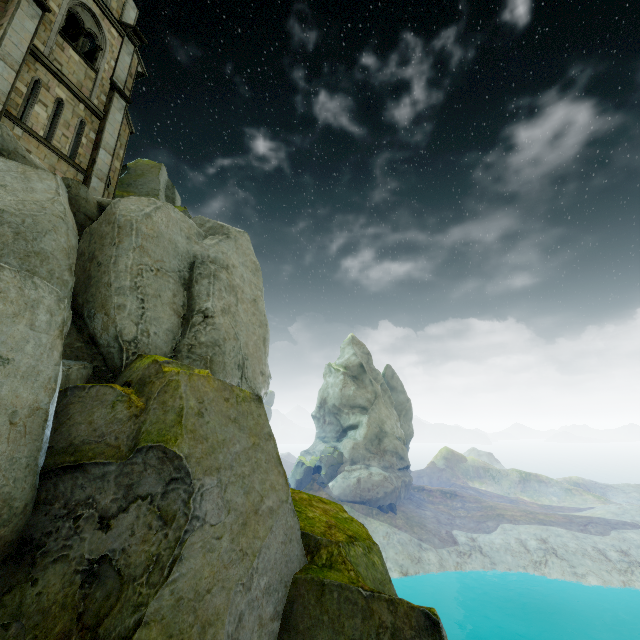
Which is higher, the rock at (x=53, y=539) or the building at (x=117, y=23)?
the building at (x=117, y=23)

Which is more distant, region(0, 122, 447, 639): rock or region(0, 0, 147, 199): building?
region(0, 0, 147, 199): building

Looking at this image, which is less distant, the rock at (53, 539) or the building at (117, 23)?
the rock at (53, 539)

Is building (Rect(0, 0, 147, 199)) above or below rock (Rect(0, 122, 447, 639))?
above

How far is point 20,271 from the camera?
5.82m
